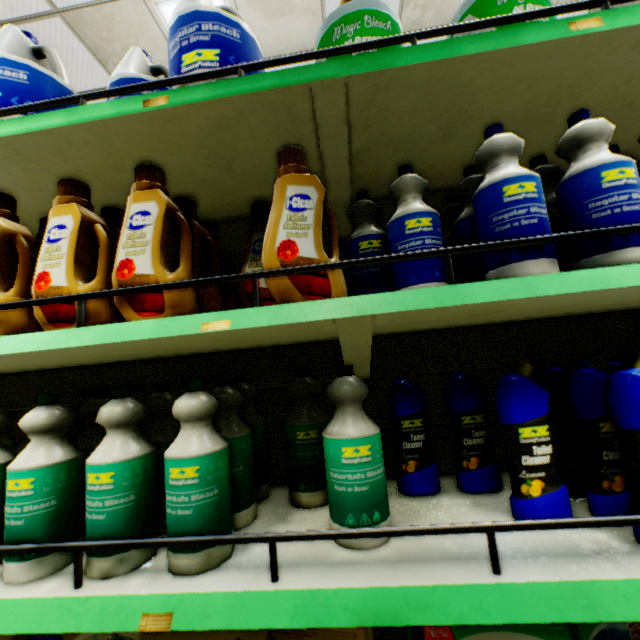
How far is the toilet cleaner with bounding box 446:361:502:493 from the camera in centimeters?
102cm

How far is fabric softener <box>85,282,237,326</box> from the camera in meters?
0.9

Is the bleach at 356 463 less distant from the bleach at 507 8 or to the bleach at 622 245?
the bleach at 622 245

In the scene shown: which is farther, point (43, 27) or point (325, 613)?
point (43, 27)

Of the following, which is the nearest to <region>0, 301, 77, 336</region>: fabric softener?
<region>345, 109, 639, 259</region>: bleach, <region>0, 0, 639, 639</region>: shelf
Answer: <region>0, 0, 639, 639</region>: shelf

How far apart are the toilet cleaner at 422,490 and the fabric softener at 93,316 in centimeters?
43cm

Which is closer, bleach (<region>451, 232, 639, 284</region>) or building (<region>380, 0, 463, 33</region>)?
bleach (<region>451, 232, 639, 284</region>)

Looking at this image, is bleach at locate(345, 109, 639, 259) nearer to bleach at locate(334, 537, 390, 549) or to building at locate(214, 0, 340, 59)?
bleach at locate(334, 537, 390, 549)
